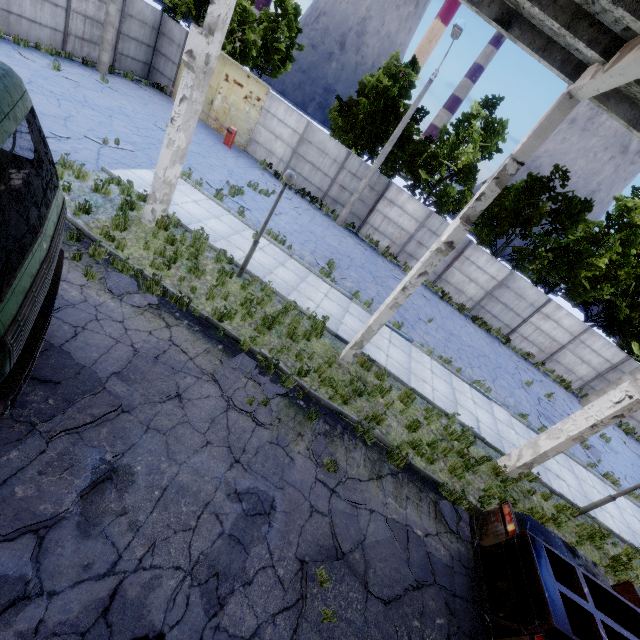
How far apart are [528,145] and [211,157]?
14.94m

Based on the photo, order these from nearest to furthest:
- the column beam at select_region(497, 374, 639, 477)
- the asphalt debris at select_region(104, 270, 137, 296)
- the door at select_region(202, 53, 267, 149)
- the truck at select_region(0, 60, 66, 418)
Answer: the truck at select_region(0, 60, 66, 418) < the asphalt debris at select_region(104, 270, 137, 296) < the column beam at select_region(497, 374, 639, 477) < the door at select_region(202, 53, 267, 149)

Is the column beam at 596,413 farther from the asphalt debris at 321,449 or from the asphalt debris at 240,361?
the asphalt debris at 240,361

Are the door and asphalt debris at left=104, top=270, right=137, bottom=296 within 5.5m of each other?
no

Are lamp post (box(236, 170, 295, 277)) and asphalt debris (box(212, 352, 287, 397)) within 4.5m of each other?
yes

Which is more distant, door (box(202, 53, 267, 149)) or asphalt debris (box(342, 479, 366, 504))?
door (box(202, 53, 267, 149))

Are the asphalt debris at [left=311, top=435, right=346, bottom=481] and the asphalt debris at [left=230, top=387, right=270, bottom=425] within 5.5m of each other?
yes

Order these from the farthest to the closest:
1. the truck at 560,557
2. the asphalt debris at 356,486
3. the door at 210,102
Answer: the door at 210,102
the asphalt debris at 356,486
the truck at 560,557
